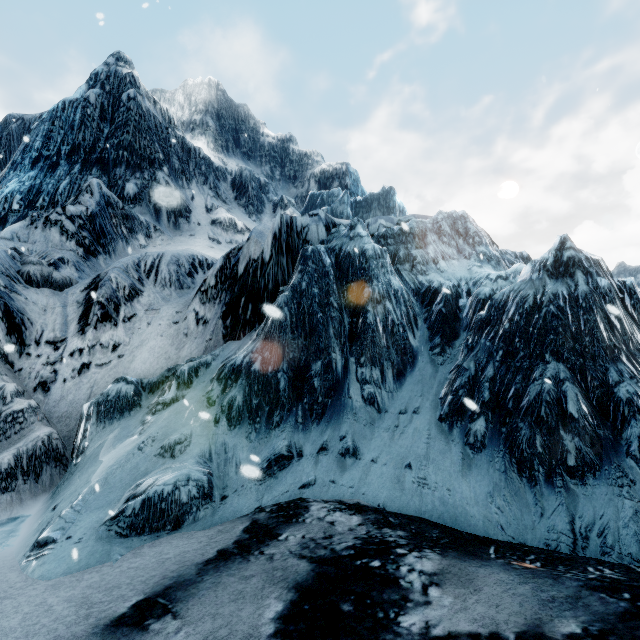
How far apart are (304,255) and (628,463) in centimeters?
515cm
